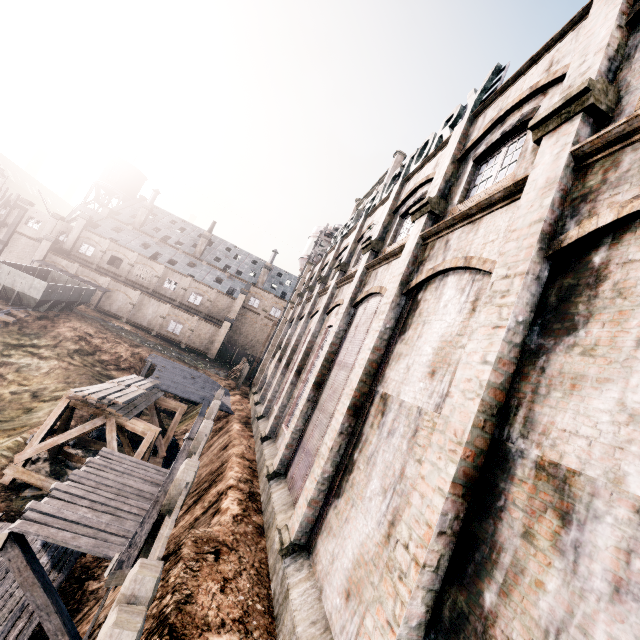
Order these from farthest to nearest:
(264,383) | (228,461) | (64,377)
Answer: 1. (264,383)
2. (64,377)
3. (228,461)

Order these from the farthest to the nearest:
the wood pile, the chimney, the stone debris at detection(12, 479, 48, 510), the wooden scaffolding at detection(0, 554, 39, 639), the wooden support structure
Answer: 1. the chimney
2. the wood pile
3. the wooden support structure
4. the stone debris at detection(12, 479, 48, 510)
5. the wooden scaffolding at detection(0, 554, 39, 639)

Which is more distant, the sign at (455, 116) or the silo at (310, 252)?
the silo at (310, 252)

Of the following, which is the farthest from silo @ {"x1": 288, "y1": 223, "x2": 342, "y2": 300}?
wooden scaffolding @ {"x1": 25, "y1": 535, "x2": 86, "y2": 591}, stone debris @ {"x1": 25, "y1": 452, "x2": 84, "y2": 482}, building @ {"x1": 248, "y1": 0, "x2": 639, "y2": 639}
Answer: wooden scaffolding @ {"x1": 25, "y1": 535, "x2": 86, "y2": 591}

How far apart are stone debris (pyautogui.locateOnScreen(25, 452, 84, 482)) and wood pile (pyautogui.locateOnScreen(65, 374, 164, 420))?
3.50m

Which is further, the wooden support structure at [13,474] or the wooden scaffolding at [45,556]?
the wooden support structure at [13,474]

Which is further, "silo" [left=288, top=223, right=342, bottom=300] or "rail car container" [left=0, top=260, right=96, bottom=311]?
"silo" [left=288, top=223, right=342, bottom=300]
